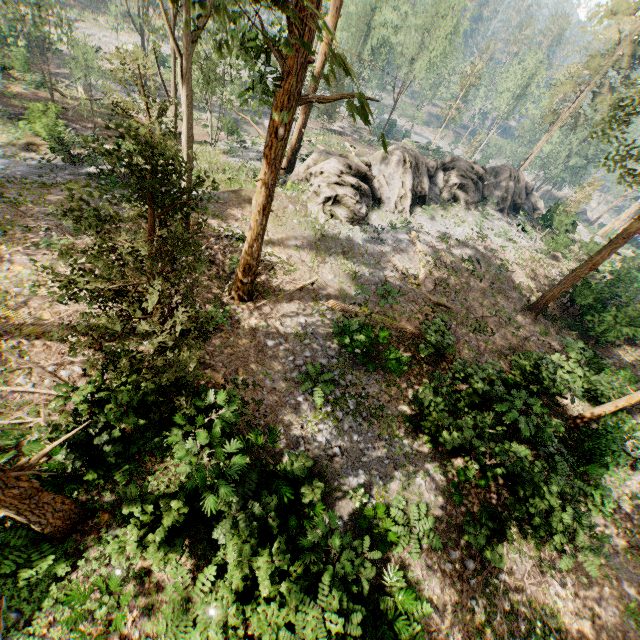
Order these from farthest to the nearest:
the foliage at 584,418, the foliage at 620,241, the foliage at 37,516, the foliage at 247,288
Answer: the foliage at 620,241 < the foliage at 584,418 < the foliage at 247,288 < the foliage at 37,516

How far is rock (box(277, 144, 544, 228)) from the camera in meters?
20.7

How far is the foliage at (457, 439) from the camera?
10.85m

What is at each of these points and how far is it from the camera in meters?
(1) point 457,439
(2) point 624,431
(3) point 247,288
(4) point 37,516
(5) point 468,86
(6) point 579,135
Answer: (1) foliage, 10.8 m
(2) foliage, 15.0 m
(3) foliage, 13.4 m
(4) foliage, 5.9 m
(5) foliage, 54.9 m
(6) foliage, 56.8 m

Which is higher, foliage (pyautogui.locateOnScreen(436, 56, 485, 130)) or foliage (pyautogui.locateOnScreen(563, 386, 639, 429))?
foliage (pyautogui.locateOnScreen(436, 56, 485, 130))

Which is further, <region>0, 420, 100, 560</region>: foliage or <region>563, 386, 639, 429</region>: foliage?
<region>563, 386, 639, 429</region>: foliage

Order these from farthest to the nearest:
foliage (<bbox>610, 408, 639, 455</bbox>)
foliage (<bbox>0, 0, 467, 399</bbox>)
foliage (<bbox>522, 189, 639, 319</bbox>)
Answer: foliage (<bbox>522, 189, 639, 319</bbox>) → foliage (<bbox>610, 408, 639, 455</bbox>) → foliage (<bbox>0, 0, 467, 399</bbox>)
